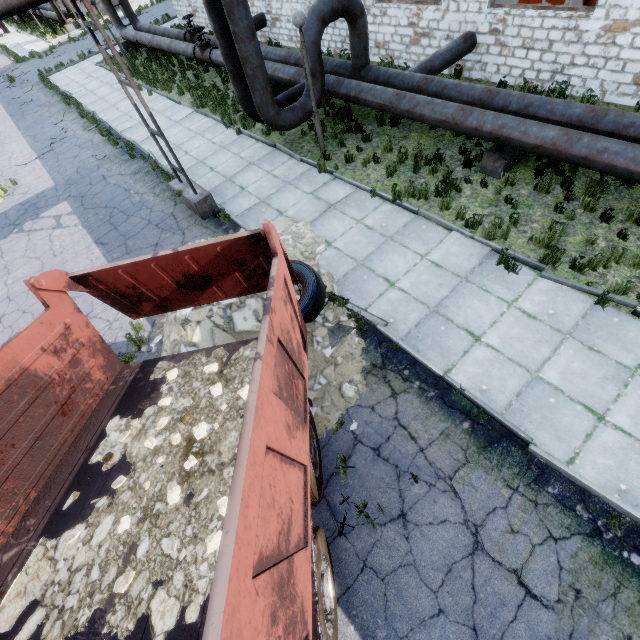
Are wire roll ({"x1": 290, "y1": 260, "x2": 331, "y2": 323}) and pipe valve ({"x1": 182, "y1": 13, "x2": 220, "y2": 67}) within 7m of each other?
no

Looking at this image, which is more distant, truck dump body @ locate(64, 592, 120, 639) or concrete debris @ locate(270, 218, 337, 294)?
concrete debris @ locate(270, 218, 337, 294)

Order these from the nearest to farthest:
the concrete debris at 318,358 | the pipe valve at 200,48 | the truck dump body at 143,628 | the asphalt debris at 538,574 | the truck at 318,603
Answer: the truck dump body at 143,628 → the truck at 318,603 → the asphalt debris at 538,574 → the concrete debris at 318,358 → the pipe valve at 200,48

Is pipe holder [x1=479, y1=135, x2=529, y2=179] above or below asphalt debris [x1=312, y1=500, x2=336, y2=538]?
above

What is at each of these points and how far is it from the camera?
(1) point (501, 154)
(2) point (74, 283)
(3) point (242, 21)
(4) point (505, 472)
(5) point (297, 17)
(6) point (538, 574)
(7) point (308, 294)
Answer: (1) pipe holder, 7.7 meters
(2) truck dump back, 4.5 meters
(3) pipe, 7.4 meters
(4) asphalt debris, 4.6 meters
(5) lamp post, 7.2 meters
(6) asphalt debris, 3.9 meters
(7) wire roll, 6.2 meters

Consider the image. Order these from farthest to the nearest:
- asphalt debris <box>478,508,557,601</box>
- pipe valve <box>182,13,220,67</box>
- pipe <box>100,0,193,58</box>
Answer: pipe <box>100,0,193,58</box>, pipe valve <box>182,13,220,67</box>, asphalt debris <box>478,508,557,601</box>

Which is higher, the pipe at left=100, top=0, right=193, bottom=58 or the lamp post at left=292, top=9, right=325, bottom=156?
the lamp post at left=292, top=9, right=325, bottom=156

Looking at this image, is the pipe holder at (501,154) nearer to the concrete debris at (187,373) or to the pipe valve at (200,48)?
the concrete debris at (187,373)
